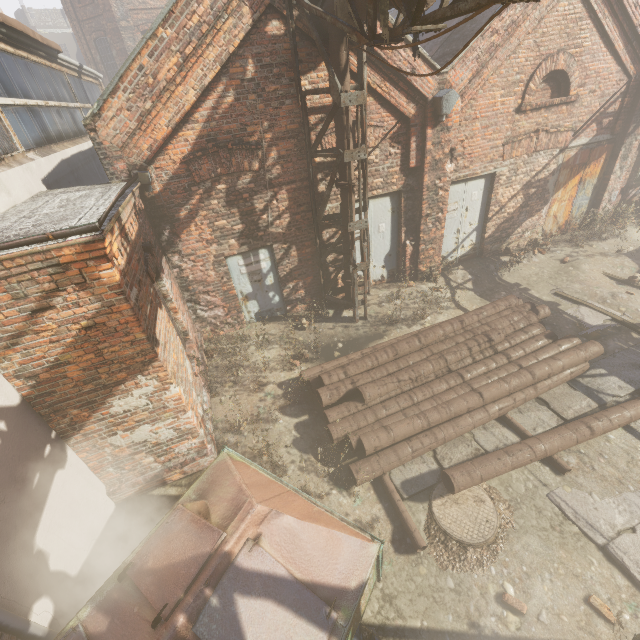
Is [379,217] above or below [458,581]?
above

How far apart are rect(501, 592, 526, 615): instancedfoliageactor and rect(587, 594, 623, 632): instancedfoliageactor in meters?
0.7

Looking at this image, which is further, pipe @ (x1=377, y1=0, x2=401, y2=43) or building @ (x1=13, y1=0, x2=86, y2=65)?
building @ (x1=13, y1=0, x2=86, y2=65)

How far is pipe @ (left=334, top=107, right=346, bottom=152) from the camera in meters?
6.1

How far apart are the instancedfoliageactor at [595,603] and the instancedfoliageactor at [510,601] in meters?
0.7

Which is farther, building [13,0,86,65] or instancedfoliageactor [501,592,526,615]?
building [13,0,86,65]

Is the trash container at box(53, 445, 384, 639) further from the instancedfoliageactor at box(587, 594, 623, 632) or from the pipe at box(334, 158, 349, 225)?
the pipe at box(334, 158, 349, 225)

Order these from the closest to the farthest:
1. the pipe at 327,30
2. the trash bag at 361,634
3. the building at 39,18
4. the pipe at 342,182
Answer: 1. the trash bag at 361,634
2. the pipe at 327,30
3. the pipe at 342,182
4. the building at 39,18
